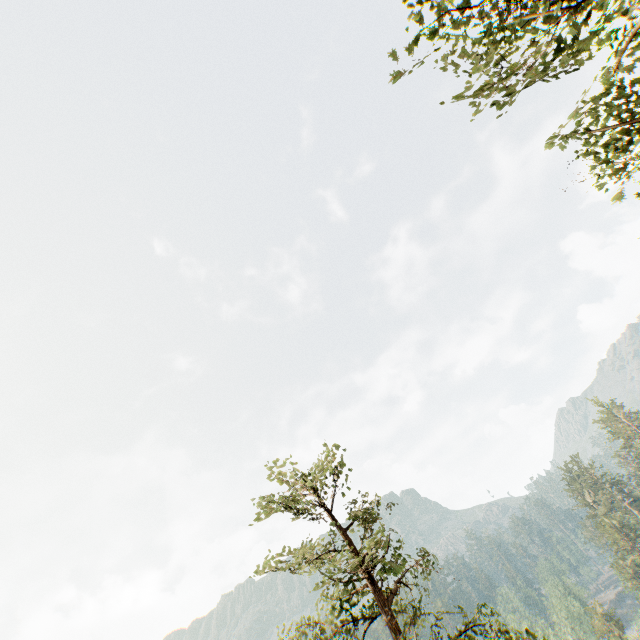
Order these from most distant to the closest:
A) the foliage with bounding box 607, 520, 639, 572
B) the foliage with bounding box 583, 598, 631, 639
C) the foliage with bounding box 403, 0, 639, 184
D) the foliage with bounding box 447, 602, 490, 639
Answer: the foliage with bounding box 607, 520, 639, 572 < the foliage with bounding box 583, 598, 631, 639 < the foliage with bounding box 447, 602, 490, 639 < the foliage with bounding box 403, 0, 639, 184

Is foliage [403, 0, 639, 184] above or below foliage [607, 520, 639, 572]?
above

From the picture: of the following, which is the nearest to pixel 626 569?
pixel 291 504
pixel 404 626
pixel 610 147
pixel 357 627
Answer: pixel 357 627

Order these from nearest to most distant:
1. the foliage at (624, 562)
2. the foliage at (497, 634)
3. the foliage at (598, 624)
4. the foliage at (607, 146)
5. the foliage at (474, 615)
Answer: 1. the foliage at (607, 146)
2. the foliage at (497, 634)
3. the foliage at (474, 615)
4. the foliage at (598, 624)
5. the foliage at (624, 562)

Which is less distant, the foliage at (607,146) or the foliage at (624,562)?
the foliage at (607,146)

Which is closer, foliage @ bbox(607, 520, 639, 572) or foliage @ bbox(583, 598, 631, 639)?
foliage @ bbox(583, 598, 631, 639)
